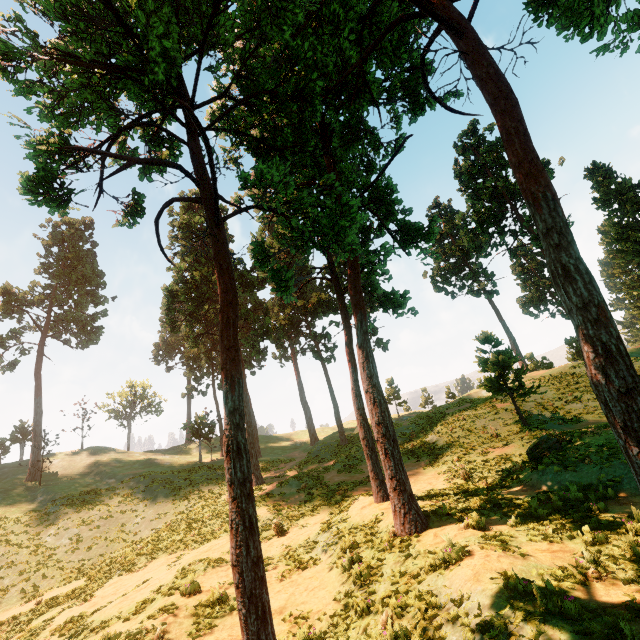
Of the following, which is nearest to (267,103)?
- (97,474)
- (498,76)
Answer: (498,76)

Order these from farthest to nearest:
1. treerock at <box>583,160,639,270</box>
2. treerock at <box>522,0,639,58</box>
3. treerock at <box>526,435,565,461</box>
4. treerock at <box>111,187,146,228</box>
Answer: treerock at <box>583,160,639,270</box> → treerock at <box>526,435,565,461</box> → treerock at <box>111,187,146,228</box> → treerock at <box>522,0,639,58</box>

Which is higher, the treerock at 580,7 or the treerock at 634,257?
the treerock at 634,257

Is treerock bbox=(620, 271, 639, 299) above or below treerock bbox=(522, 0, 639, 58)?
above

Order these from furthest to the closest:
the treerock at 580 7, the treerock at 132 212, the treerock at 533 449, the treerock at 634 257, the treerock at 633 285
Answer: the treerock at 633 285, the treerock at 634 257, the treerock at 533 449, the treerock at 132 212, the treerock at 580 7

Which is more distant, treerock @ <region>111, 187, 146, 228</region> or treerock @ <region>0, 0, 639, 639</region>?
treerock @ <region>111, 187, 146, 228</region>
